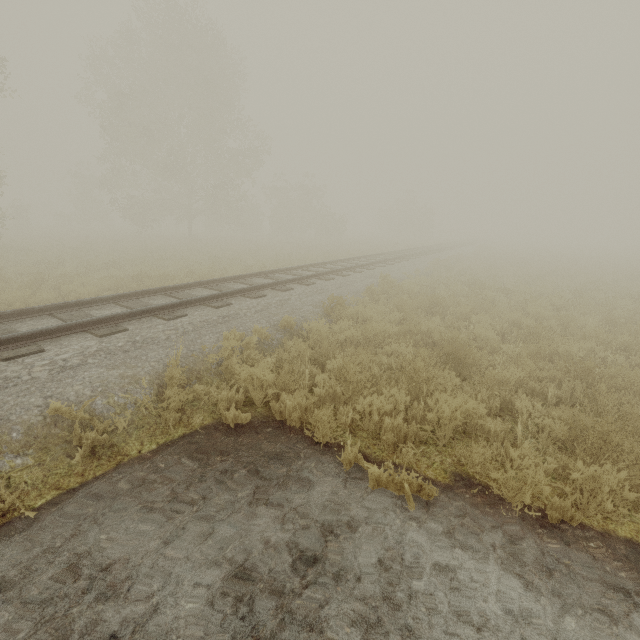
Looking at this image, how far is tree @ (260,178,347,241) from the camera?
36.5 meters

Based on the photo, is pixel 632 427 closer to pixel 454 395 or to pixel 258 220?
pixel 454 395

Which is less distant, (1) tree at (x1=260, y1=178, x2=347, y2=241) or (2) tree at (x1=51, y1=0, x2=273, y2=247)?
(2) tree at (x1=51, y1=0, x2=273, y2=247)

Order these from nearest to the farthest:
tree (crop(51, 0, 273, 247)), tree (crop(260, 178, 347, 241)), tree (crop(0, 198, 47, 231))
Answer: tree (crop(0, 198, 47, 231)) → tree (crop(51, 0, 273, 247)) → tree (crop(260, 178, 347, 241))

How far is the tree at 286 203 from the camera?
36.5 meters

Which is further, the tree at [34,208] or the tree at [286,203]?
the tree at [286,203]
